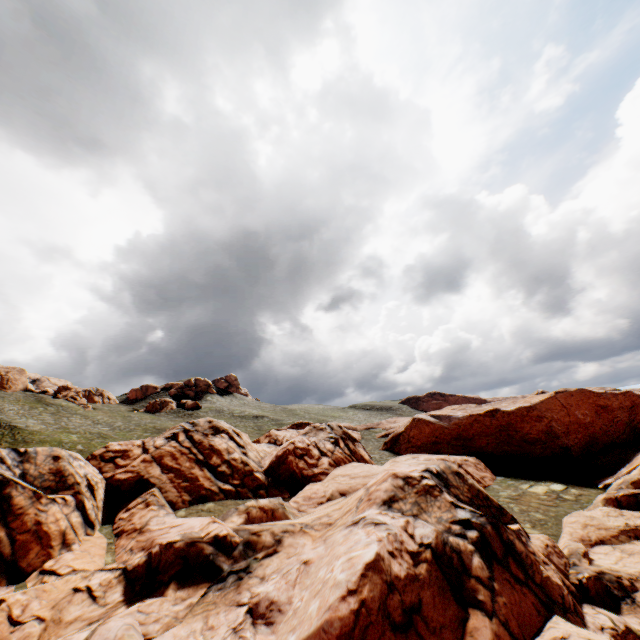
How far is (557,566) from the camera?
16.3 meters
